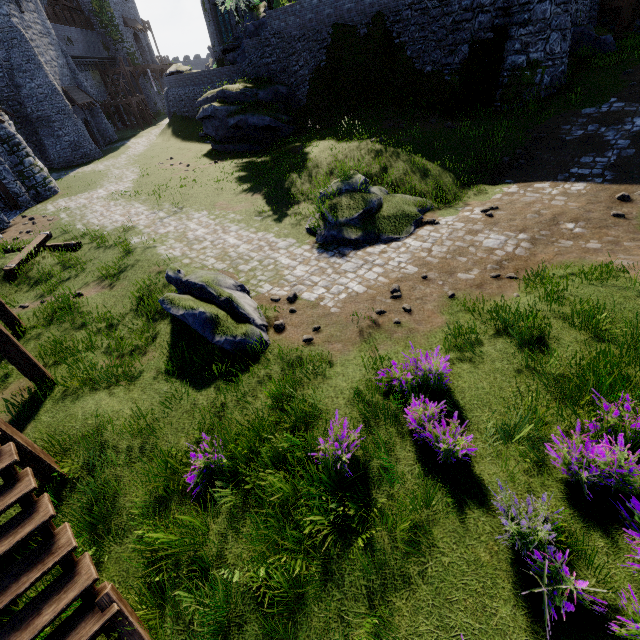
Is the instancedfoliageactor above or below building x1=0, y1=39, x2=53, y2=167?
below

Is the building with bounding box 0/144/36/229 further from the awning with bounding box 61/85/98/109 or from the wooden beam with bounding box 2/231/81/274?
the wooden beam with bounding box 2/231/81/274

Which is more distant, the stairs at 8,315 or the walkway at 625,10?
the walkway at 625,10

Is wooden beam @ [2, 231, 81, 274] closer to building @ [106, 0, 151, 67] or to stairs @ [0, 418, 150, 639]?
stairs @ [0, 418, 150, 639]

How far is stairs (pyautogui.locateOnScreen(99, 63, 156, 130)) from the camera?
36.4m

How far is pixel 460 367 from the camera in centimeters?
547cm

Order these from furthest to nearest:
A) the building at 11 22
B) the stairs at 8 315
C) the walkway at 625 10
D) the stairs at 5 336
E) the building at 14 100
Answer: the building at 14 100, the building at 11 22, the walkway at 625 10, the stairs at 8 315, the stairs at 5 336

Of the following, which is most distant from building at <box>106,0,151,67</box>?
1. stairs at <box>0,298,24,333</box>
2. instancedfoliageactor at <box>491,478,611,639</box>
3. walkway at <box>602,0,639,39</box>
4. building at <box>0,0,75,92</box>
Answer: instancedfoliageactor at <box>491,478,611,639</box>
